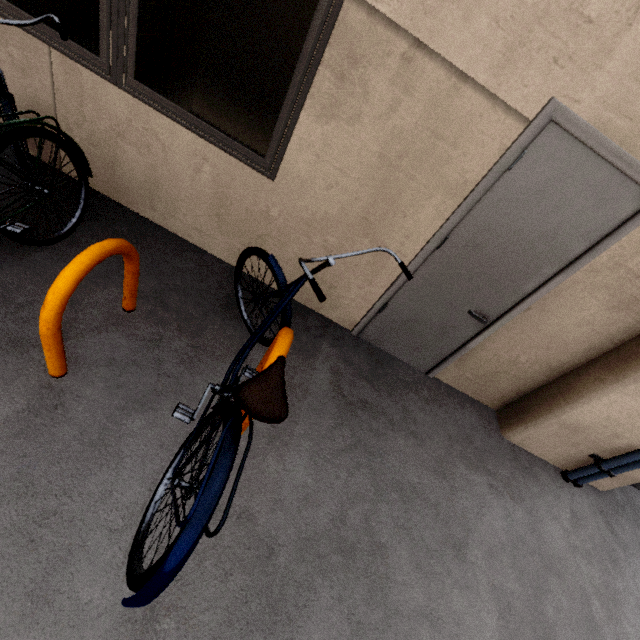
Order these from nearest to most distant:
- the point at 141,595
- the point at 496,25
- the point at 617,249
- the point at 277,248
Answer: the point at 141,595
the point at 496,25
the point at 617,249
the point at 277,248

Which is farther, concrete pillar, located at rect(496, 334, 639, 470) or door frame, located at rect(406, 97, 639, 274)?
concrete pillar, located at rect(496, 334, 639, 470)

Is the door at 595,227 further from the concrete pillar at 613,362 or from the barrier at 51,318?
the barrier at 51,318

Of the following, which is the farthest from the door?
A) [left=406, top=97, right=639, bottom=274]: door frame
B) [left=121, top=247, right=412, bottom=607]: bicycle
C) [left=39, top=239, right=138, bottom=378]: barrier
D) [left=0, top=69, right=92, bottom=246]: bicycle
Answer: [left=0, top=69, right=92, bottom=246]: bicycle

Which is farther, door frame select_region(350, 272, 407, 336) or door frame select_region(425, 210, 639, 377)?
door frame select_region(350, 272, 407, 336)

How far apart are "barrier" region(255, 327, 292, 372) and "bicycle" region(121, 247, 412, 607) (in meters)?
0.04

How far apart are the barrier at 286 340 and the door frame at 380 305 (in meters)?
1.06

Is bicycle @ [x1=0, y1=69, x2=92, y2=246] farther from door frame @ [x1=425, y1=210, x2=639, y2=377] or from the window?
door frame @ [x1=425, y1=210, x2=639, y2=377]
